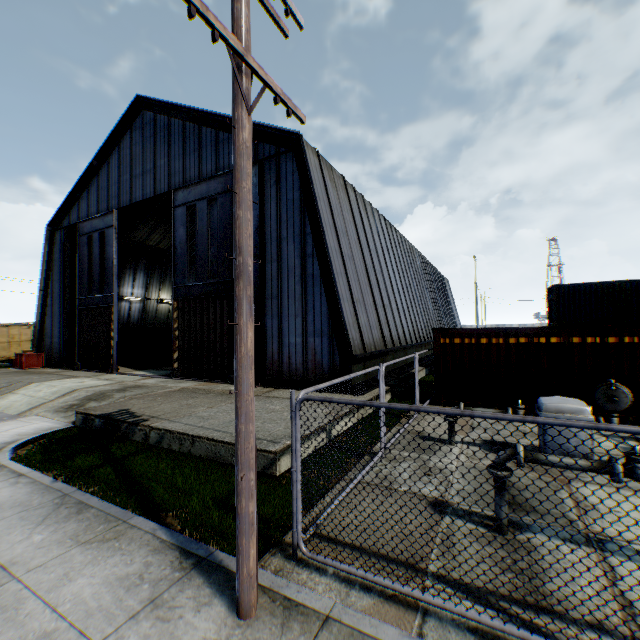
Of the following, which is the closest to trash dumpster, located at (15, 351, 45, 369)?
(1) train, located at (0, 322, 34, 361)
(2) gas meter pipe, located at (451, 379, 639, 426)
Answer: (1) train, located at (0, 322, 34, 361)

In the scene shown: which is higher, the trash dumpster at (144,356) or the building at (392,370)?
the trash dumpster at (144,356)

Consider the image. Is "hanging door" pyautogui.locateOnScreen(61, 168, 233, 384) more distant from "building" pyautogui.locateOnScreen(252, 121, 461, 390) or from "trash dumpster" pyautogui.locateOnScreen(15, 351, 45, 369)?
"trash dumpster" pyautogui.locateOnScreen(15, 351, 45, 369)

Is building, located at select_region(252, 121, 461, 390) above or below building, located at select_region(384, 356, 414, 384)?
above

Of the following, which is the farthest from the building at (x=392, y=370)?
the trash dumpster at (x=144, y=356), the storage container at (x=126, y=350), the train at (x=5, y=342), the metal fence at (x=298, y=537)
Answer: the train at (x=5, y=342)

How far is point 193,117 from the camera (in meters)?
17.08

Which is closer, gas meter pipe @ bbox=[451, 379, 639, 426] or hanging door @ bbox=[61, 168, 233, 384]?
gas meter pipe @ bbox=[451, 379, 639, 426]

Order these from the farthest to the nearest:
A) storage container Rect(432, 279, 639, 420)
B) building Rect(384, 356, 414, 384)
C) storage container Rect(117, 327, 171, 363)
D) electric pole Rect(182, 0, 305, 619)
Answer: storage container Rect(117, 327, 171, 363)
building Rect(384, 356, 414, 384)
storage container Rect(432, 279, 639, 420)
electric pole Rect(182, 0, 305, 619)
